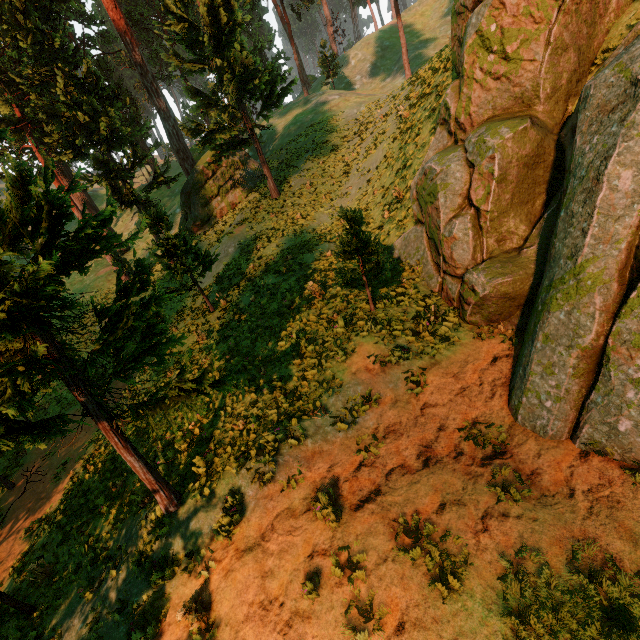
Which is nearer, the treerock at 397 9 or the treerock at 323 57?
the treerock at 397 9

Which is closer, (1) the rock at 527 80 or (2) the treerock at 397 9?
(1) the rock at 527 80

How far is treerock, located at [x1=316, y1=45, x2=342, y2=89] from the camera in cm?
4147

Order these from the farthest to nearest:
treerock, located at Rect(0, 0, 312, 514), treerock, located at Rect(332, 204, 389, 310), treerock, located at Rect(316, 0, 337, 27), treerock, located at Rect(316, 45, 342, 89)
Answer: treerock, located at Rect(316, 0, 337, 27)
treerock, located at Rect(316, 45, 342, 89)
treerock, located at Rect(332, 204, 389, 310)
treerock, located at Rect(0, 0, 312, 514)

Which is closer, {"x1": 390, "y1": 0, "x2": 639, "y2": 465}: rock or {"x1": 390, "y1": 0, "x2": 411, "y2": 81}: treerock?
{"x1": 390, "y1": 0, "x2": 639, "y2": 465}: rock

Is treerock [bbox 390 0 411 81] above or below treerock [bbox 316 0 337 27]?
below

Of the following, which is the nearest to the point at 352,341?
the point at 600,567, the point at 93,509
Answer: the point at 600,567
